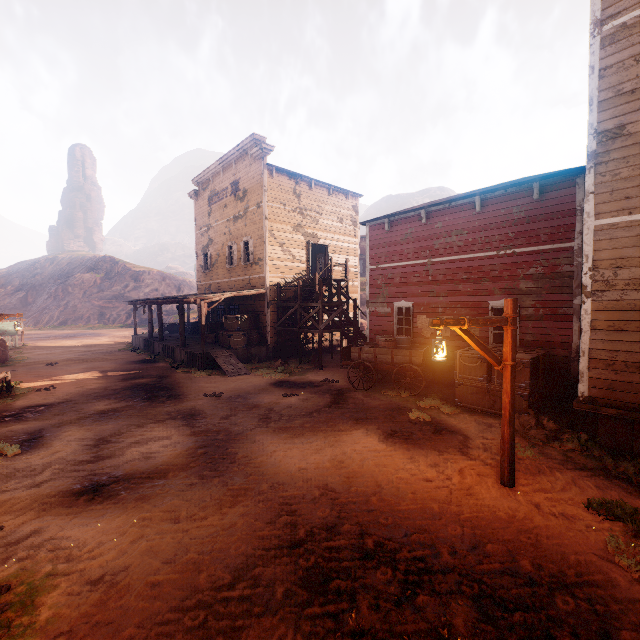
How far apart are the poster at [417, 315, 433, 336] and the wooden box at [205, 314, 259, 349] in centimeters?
891cm

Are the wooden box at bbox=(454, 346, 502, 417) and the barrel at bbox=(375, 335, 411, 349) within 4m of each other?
yes

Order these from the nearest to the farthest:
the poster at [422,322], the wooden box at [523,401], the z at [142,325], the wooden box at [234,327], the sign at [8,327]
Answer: the wooden box at [523,401], the poster at [422,322], the wooden box at [234,327], the sign at [8,327], the z at [142,325]

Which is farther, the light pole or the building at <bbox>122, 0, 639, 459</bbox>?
the building at <bbox>122, 0, 639, 459</bbox>

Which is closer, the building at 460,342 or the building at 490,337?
the building at 490,337

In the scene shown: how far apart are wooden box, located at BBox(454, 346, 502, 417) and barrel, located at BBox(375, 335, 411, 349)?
2.1m

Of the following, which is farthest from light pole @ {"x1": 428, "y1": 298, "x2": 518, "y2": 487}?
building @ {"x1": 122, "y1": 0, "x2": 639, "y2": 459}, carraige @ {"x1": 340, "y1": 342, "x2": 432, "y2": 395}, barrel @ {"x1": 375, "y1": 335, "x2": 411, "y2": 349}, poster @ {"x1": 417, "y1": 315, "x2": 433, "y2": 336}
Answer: poster @ {"x1": 417, "y1": 315, "x2": 433, "y2": 336}

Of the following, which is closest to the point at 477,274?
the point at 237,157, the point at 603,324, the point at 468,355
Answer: the point at 468,355
